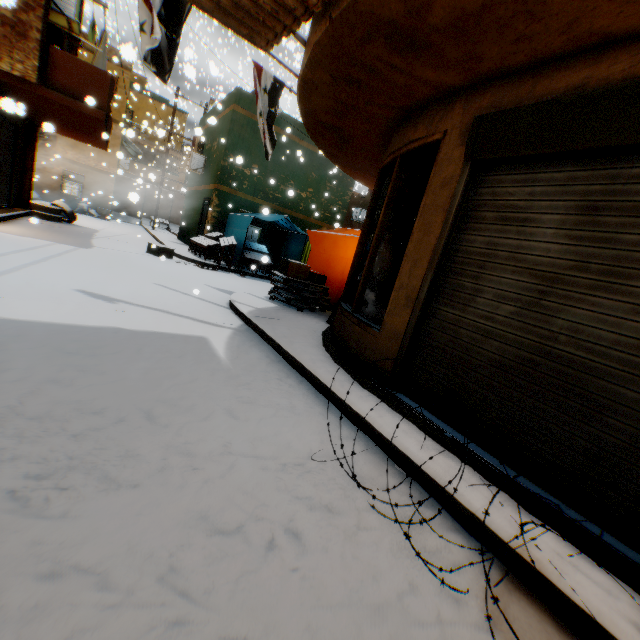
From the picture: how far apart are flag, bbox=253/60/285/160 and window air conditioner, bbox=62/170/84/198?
17.96m

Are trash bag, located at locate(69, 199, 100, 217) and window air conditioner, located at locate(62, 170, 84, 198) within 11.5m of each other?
yes

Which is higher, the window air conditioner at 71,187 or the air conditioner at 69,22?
the air conditioner at 69,22

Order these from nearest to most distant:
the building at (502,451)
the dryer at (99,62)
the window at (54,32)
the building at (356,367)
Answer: the building at (502,451) < the building at (356,367) < the dryer at (99,62) < the window at (54,32)

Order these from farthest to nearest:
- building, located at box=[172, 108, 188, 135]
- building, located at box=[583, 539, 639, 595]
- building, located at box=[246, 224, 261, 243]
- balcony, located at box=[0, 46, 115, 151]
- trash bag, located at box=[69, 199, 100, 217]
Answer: building, located at box=[172, 108, 188, 135] < trash bag, located at box=[69, 199, 100, 217] < building, located at box=[246, 224, 261, 243] < balcony, located at box=[0, 46, 115, 151] < building, located at box=[583, 539, 639, 595]

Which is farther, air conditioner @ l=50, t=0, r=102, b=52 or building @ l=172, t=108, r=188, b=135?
building @ l=172, t=108, r=188, b=135

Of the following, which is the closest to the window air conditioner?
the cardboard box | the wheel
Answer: the wheel

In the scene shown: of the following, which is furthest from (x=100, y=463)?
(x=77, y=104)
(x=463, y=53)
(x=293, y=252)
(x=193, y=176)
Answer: (x=193, y=176)
